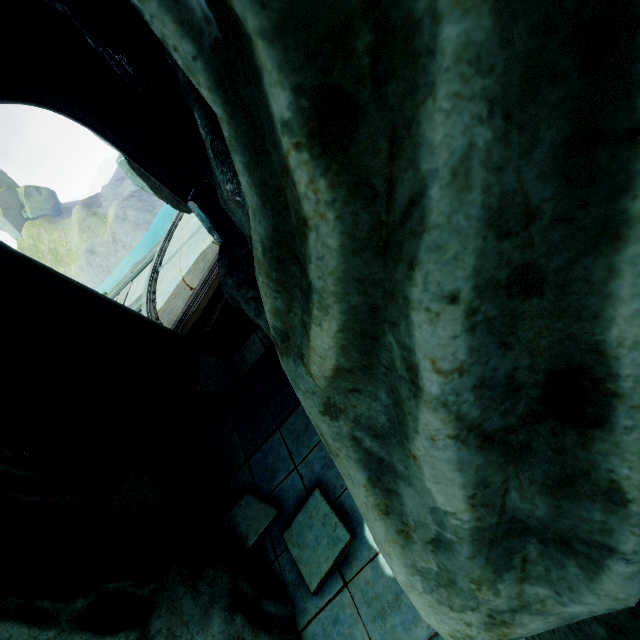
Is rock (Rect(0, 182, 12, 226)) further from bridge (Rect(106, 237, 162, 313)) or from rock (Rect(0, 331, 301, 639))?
bridge (Rect(106, 237, 162, 313))

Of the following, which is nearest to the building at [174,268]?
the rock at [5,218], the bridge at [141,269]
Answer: the bridge at [141,269]

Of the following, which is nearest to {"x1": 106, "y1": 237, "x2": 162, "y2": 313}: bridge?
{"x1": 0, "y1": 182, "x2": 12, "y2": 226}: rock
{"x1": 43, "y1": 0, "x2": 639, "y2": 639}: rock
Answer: {"x1": 43, "y1": 0, "x2": 639, "y2": 639}: rock

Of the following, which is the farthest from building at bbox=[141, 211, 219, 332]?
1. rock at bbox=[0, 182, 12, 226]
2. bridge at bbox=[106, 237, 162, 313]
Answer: rock at bbox=[0, 182, 12, 226]

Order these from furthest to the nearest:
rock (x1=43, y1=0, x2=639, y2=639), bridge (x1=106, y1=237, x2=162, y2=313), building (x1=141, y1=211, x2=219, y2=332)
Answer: bridge (x1=106, y1=237, x2=162, y2=313), building (x1=141, y1=211, x2=219, y2=332), rock (x1=43, y1=0, x2=639, y2=639)

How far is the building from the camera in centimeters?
837cm

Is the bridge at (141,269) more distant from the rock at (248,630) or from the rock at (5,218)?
the rock at (5,218)

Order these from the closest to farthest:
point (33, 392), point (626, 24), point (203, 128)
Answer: point (626, 24), point (203, 128), point (33, 392)
